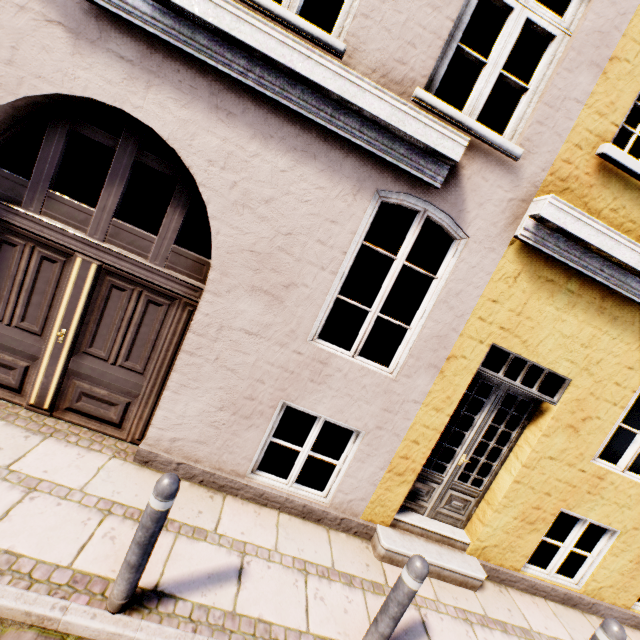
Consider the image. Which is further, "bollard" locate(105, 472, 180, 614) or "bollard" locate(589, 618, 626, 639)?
"bollard" locate(589, 618, 626, 639)

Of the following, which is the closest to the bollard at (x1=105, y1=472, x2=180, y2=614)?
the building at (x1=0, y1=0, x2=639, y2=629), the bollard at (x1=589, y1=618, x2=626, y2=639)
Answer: the building at (x1=0, y1=0, x2=639, y2=629)

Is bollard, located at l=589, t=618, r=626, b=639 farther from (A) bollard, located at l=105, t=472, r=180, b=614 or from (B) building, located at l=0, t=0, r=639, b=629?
(A) bollard, located at l=105, t=472, r=180, b=614

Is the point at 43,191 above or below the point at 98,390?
above

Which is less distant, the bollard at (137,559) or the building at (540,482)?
the bollard at (137,559)

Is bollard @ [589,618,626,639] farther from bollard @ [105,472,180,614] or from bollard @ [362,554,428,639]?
bollard @ [105,472,180,614]

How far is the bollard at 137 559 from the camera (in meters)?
2.14

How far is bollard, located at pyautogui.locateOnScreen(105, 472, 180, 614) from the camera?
2.14m
